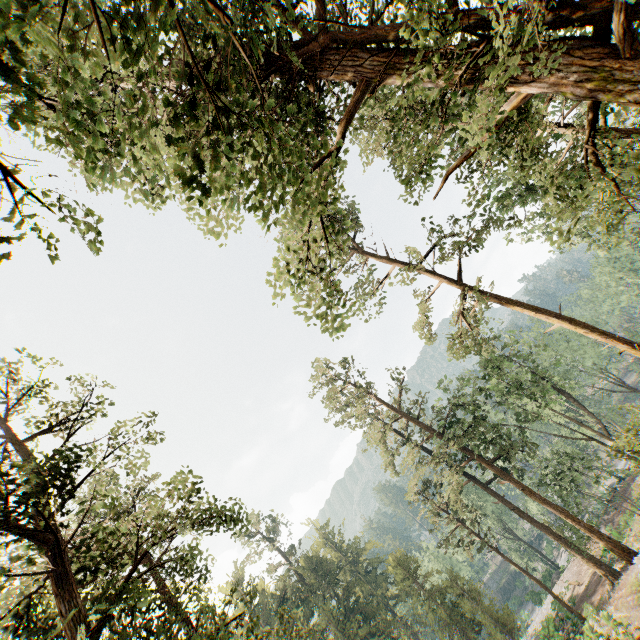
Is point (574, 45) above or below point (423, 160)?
below
